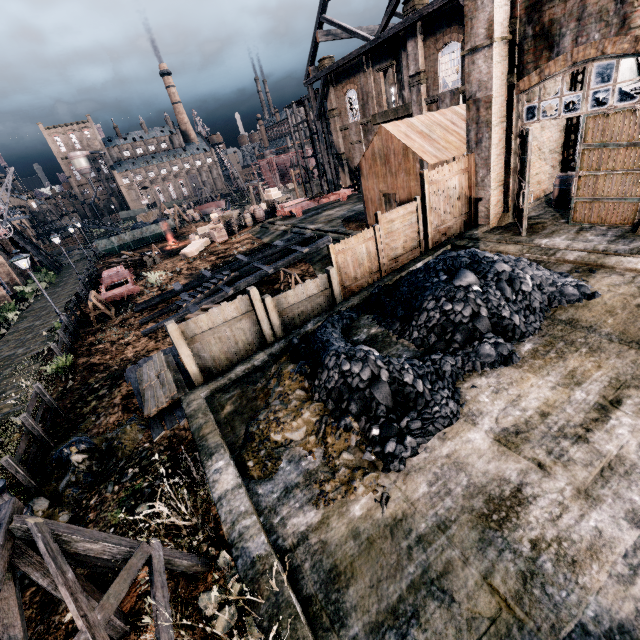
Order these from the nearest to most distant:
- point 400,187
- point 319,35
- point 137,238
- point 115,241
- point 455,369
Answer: point 455,369
point 400,187
point 319,35
point 115,241
point 137,238

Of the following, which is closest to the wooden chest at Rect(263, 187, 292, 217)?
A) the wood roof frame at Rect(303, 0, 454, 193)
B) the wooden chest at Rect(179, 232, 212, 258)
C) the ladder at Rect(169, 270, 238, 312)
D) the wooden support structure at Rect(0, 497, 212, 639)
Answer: the wood roof frame at Rect(303, 0, 454, 193)

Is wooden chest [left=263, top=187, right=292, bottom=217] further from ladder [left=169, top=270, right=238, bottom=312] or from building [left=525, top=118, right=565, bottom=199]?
building [left=525, top=118, right=565, bottom=199]

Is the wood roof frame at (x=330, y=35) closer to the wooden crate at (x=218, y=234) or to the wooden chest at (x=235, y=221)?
the wooden chest at (x=235, y=221)

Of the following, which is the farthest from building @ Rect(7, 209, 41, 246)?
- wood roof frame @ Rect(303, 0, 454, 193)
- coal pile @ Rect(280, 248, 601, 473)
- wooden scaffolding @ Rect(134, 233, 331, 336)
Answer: wood roof frame @ Rect(303, 0, 454, 193)

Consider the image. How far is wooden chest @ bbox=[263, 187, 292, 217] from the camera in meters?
38.2 m

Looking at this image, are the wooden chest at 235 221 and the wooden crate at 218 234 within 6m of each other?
yes

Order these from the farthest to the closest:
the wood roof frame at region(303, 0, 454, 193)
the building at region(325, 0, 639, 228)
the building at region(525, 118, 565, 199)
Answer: the wood roof frame at region(303, 0, 454, 193), the building at region(525, 118, 565, 199), the building at region(325, 0, 639, 228)
